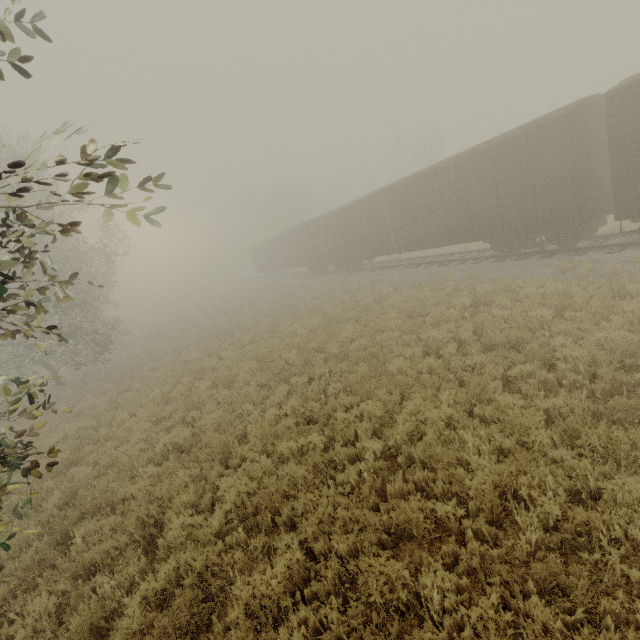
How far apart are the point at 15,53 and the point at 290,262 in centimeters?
3038cm

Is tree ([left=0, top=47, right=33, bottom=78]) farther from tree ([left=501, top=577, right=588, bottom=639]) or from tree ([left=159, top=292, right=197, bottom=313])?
tree ([left=159, top=292, right=197, bottom=313])

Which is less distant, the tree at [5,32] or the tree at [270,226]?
the tree at [5,32]

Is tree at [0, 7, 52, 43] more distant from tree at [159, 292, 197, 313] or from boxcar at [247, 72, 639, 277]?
tree at [159, 292, 197, 313]

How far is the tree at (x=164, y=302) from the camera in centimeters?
5150cm

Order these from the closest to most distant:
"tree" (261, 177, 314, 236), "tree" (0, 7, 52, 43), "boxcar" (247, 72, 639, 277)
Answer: "tree" (0, 7, 52, 43) → "boxcar" (247, 72, 639, 277) → "tree" (261, 177, 314, 236)

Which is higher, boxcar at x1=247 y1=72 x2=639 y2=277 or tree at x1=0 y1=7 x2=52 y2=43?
tree at x1=0 y1=7 x2=52 y2=43
